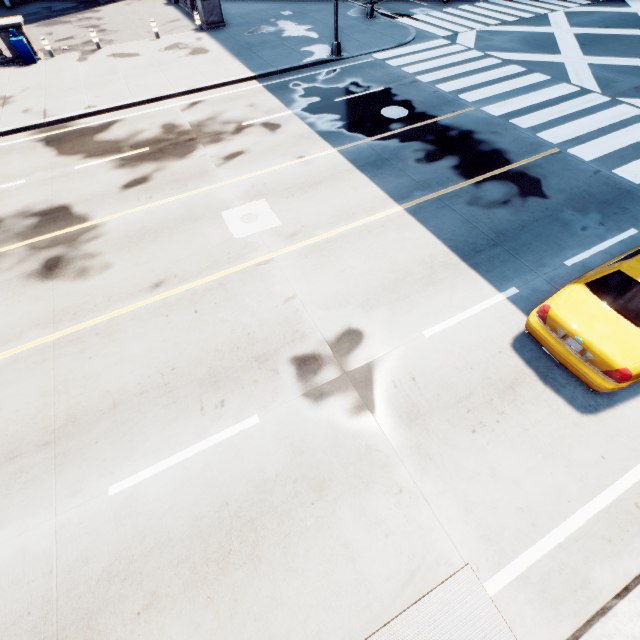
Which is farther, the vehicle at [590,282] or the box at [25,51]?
the box at [25,51]

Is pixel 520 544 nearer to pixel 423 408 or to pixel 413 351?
pixel 423 408

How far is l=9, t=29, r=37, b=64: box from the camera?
16.9m

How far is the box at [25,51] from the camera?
16.94m

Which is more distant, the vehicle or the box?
the box
